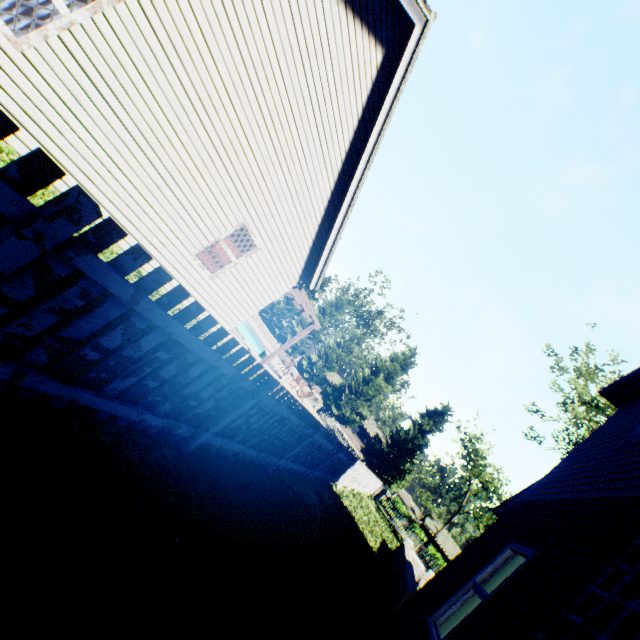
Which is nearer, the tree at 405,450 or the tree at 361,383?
the tree at 405,450

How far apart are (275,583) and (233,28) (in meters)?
7.75

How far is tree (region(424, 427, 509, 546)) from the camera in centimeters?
4375cm

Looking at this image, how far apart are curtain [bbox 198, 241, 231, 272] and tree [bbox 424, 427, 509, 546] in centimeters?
5100cm

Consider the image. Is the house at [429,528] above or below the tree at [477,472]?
below

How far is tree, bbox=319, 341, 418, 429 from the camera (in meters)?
35.28

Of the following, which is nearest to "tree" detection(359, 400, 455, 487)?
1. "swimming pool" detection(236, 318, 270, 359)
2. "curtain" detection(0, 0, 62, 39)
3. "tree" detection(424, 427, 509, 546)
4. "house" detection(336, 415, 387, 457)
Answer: "house" detection(336, 415, 387, 457)
